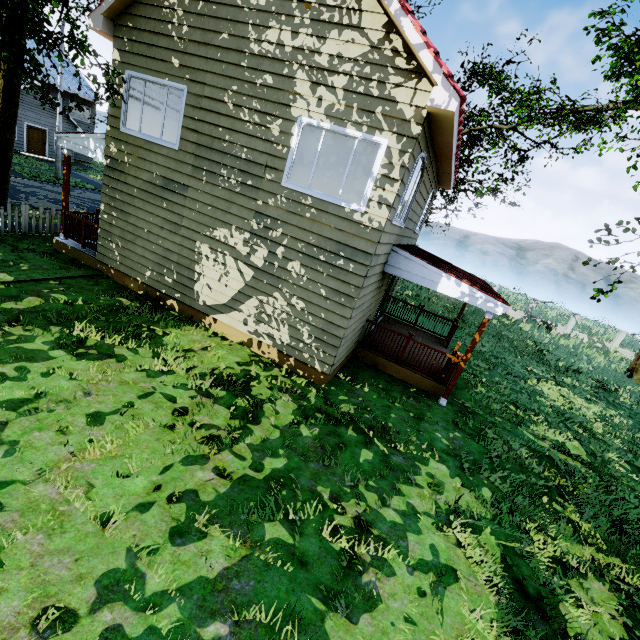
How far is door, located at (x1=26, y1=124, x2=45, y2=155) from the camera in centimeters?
2634cm

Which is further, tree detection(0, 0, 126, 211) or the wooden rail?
the wooden rail

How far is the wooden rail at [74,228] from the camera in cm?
986

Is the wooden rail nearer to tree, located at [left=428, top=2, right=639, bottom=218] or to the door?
tree, located at [left=428, top=2, right=639, bottom=218]

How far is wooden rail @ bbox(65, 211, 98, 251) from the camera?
9.9m

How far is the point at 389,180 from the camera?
6.3m

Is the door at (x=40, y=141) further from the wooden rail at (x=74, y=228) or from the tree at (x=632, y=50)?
the wooden rail at (x=74, y=228)

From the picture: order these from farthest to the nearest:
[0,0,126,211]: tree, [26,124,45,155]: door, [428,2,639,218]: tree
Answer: [26,124,45,155]: door → [428,2,639,218]: tree → [0,0,126,211]: tree
